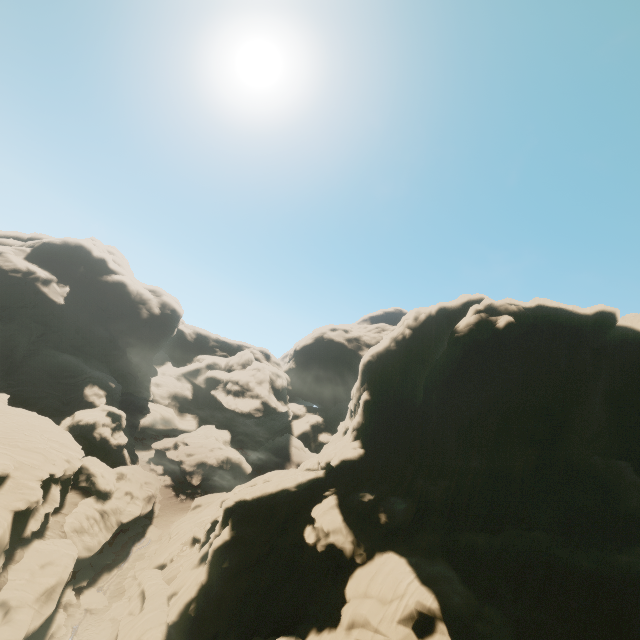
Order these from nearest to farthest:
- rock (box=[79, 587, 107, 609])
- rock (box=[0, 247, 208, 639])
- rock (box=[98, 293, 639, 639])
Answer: rock (box=[98, 293, 639, 639]) < rock (box=[0, 247, 208, 639]) < rock (box=[79, 587, 107, 609])

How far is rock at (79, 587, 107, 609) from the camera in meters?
32.6 m

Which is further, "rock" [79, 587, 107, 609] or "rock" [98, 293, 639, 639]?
"rock" [79, 587, 107, 609]

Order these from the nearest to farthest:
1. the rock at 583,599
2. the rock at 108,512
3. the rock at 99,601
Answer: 1. the rock at 583,599
2. the rock at 108,512
3. the rock at 99,601

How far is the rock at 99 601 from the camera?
32.59m

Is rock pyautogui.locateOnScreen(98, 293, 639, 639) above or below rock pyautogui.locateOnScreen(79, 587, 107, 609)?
above

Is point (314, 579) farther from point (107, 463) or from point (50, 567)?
point (107, 463)
